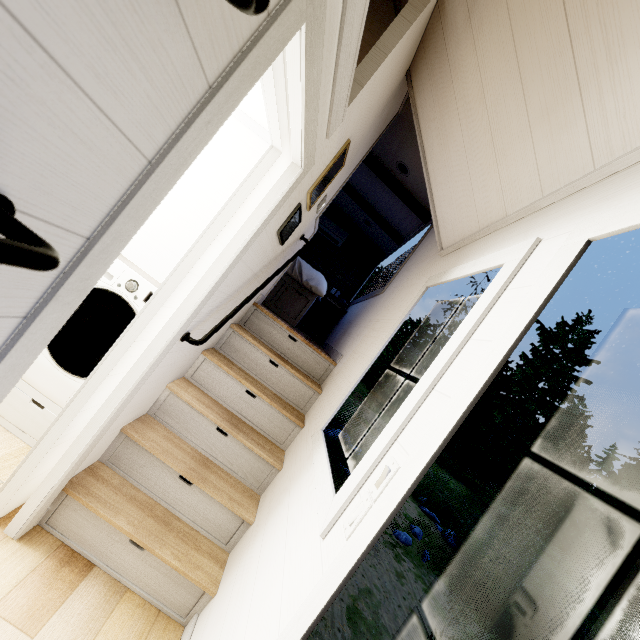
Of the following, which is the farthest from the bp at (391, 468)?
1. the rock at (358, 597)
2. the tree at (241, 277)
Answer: the rock at (358, 597)

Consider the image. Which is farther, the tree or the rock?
the rock

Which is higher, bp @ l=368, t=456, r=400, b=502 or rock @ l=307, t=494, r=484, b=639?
bp @ l=368, t=456, r=400, b=502

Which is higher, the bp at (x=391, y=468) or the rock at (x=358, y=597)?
the bp at (x=391, y=468)

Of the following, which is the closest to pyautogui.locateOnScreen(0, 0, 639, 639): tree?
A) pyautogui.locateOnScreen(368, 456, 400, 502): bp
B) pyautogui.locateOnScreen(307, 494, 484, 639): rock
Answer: pyautogui.locateOnScreen(368, 456, 400, 502): bp

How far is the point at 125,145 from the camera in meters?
0.6

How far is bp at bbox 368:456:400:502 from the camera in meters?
1.0
